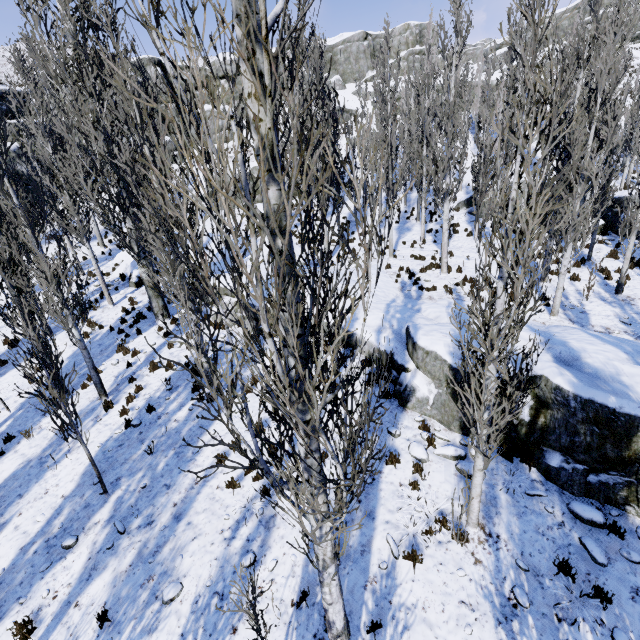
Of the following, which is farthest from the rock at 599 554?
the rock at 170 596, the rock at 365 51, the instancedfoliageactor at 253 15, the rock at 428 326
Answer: Result: the rock at 365 51

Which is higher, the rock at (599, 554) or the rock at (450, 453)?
the rock at (450, 453)

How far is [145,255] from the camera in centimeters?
1363cm

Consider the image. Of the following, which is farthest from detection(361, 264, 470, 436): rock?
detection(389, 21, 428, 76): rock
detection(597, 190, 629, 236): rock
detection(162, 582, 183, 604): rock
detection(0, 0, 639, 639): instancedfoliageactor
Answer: detection(389, 21, 428, 76): rock

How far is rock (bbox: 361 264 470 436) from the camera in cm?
827

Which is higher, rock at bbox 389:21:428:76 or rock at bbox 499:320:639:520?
rock at bbox 389:21:428:76

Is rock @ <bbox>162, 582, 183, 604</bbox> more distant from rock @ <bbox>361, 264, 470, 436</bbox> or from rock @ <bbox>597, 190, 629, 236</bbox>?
rock @ <bbox>597, 190, 629, 236</bbox>

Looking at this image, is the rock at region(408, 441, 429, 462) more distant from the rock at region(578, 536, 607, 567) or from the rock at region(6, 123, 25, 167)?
the rock at region(6, 123, 25, 167)
